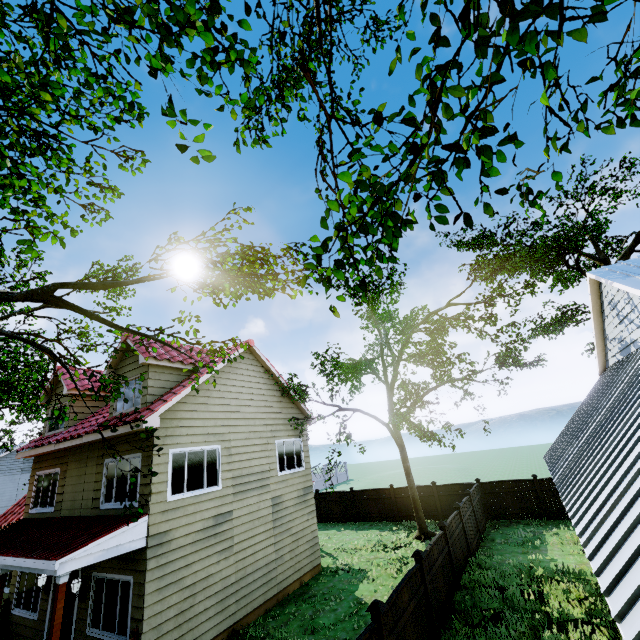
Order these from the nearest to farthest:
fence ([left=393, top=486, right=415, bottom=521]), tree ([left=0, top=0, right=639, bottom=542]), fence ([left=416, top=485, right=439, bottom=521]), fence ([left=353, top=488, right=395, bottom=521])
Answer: tree ([left=0, top=0, right=639, bottom=542]), fence ([left=416, top=485, right=439, bottom=521]), fence ([left=393, top=486, right=415, bottom=521]), fence ([left=353, top=488, right=395, bottom=521])

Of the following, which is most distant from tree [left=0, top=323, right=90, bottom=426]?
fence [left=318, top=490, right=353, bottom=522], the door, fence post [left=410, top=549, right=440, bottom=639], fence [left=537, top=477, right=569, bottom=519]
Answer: fence post [left=410, top=549, right=440, bottom=639]

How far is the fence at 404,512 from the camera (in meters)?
19.58

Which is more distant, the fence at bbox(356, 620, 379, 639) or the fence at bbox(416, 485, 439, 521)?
the fence at bbox(416, 485, 439, 521)

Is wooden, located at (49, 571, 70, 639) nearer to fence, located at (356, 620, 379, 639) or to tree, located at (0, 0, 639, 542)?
tree, located at (0, 0, 639, 542)

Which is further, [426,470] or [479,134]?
[426,470]
